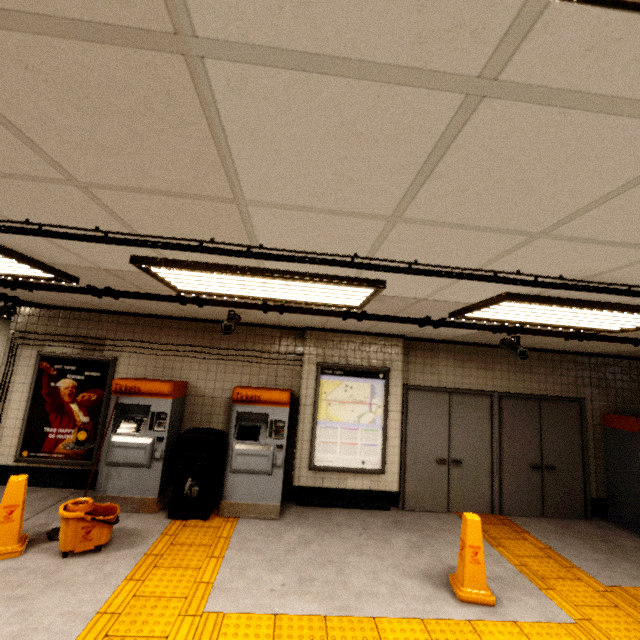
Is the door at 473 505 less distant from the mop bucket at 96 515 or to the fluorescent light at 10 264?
the mop bucket at 96 515

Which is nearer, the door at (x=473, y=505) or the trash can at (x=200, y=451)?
the trash can at (x=200, y=451)

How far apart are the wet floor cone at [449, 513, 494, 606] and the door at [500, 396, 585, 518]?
2.46m

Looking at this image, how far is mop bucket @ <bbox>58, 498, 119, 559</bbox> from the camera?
3.50m

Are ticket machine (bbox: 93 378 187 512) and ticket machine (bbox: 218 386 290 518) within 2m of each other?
yes

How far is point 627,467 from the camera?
5.5m

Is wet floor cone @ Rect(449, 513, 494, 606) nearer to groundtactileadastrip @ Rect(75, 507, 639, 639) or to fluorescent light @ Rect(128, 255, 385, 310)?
groundtactileadastrip @ Rect(75, 507, 639, 639)

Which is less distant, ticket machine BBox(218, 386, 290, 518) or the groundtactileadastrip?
the groundtactileadastrip
